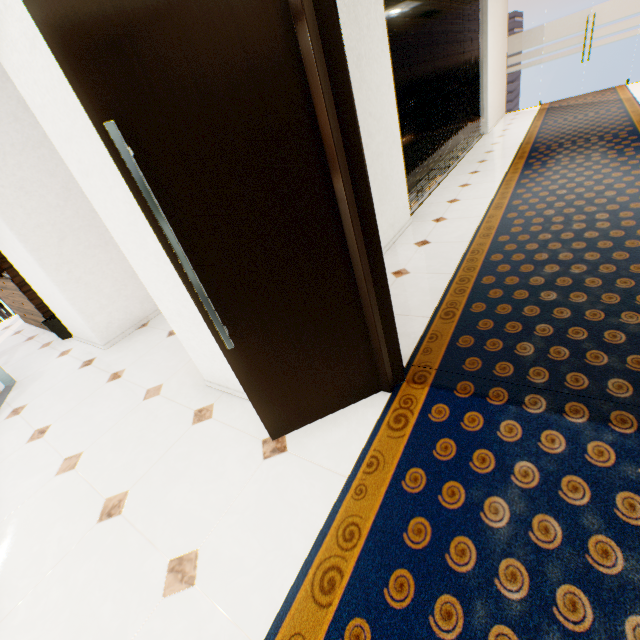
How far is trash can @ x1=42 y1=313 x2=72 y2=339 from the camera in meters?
4.4 m

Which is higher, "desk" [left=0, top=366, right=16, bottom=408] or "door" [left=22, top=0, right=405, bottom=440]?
"door" [left=22, top=0, right=405, bottom=440]

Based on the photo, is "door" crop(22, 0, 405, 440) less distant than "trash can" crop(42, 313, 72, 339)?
Yes

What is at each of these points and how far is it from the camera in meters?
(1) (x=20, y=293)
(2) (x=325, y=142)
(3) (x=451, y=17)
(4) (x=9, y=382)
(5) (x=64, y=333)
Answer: (1) book, 4.5
(2) door, 1.4
(3) blinds, 5.7
(4) desk, 3.8
(5) trash can, 4.5

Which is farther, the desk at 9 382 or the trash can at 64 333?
the trash can at 64 333

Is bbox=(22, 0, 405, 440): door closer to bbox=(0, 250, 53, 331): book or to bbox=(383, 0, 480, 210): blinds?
bbox=(383, 0, 480, 210): blinds

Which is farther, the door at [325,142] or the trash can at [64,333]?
the trash can at [64,333]

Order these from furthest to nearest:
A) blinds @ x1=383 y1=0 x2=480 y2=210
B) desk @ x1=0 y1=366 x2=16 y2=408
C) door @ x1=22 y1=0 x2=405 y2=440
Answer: blinds @ x1=383 y1=0 x2=480 y2=210, desk @ x1=0 y1=366 x2=16 y2=408, door @ x1=22 y1=0 x2=405 y2=440
